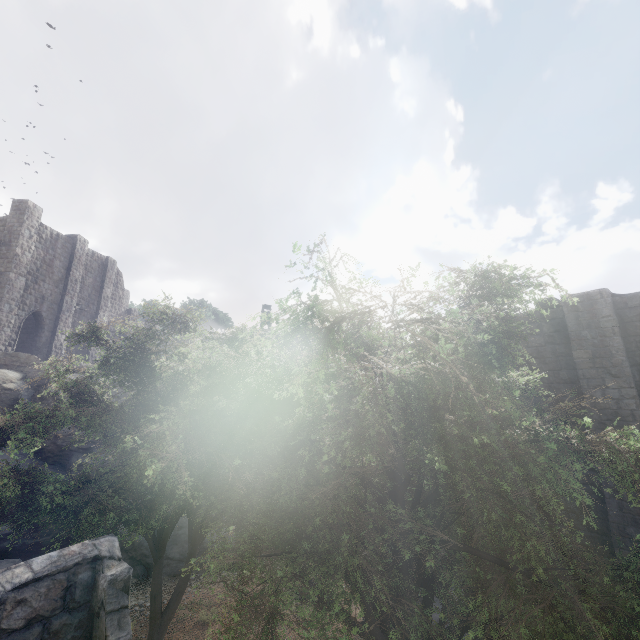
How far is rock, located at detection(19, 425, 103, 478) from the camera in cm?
1716

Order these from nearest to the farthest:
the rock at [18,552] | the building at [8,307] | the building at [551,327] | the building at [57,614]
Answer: the building at [57,614], the building at [551,327], the rock at [18,552], the building at [8,307]

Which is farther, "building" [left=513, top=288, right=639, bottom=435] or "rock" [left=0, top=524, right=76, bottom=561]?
"rock" [left=0, top=524, right=76, bottom=561]

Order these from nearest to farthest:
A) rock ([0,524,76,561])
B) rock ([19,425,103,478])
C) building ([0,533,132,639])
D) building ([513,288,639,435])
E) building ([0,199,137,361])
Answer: building ([0,533,132,639]) < building ([513,288,639,435]) < rock ([0,524,76,561]) < rock ([19,425,103,478]) < building ([0,199,137,361])

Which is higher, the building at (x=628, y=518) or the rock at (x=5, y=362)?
the rock at (x=5, y=362)

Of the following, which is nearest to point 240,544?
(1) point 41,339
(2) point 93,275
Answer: (1) point 41,339

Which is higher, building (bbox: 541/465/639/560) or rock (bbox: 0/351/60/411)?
rock (bbox: 0/351/60/411)
